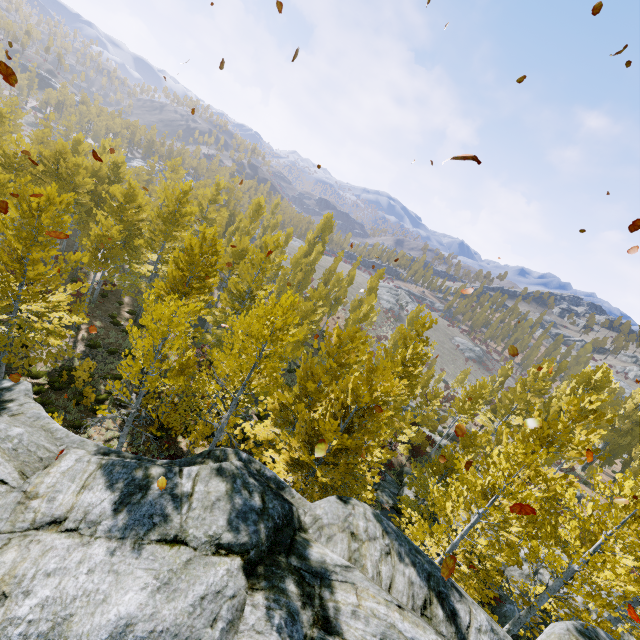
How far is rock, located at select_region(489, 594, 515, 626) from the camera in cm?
1406

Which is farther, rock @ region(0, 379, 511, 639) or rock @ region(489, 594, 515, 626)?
rock @ region(489, 594, 515, 626)

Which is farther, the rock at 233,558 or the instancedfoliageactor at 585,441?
the instancedfoliageactor at 585,441

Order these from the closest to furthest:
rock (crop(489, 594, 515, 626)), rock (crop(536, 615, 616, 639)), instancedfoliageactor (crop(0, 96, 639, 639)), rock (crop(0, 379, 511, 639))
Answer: rock (crop(0, 379, 511, 639)) < rock (crop(536, 615, 616, 639)) < instancedfoliageactor (crop(0, 96, 639, 639)) < rock (crop(489, 594, 515, 626))

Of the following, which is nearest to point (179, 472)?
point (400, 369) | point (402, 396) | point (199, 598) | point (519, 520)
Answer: point (199, 598)

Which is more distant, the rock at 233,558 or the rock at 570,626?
the rock at 570,626

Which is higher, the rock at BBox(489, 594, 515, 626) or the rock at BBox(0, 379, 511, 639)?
the rock at BBox(0, 379, 511, 639)
